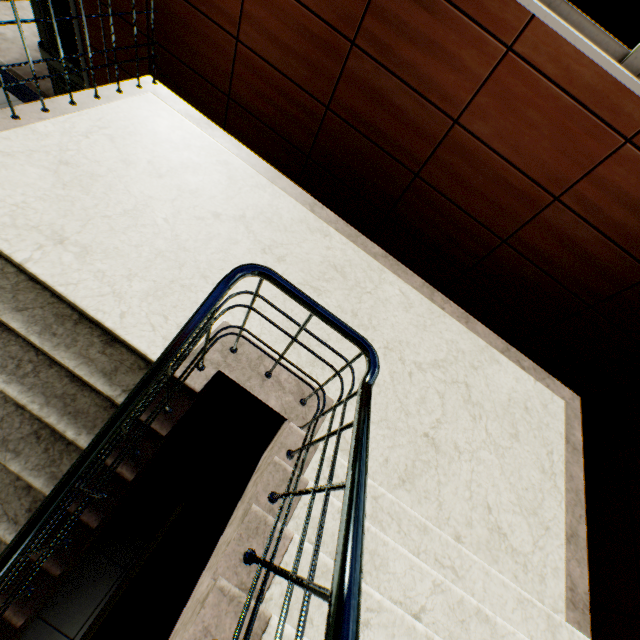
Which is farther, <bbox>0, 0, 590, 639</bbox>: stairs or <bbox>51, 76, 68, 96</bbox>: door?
<bbox>51, 76, 68, 96</bbox>: door

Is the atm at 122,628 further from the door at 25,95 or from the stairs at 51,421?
the door at 25,95

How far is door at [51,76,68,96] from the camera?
4.52m

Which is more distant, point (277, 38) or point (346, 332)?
point (277, 38)

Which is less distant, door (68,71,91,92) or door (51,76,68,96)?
door (68,71,91,92)

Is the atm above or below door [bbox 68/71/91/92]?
above

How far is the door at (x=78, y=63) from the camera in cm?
378
